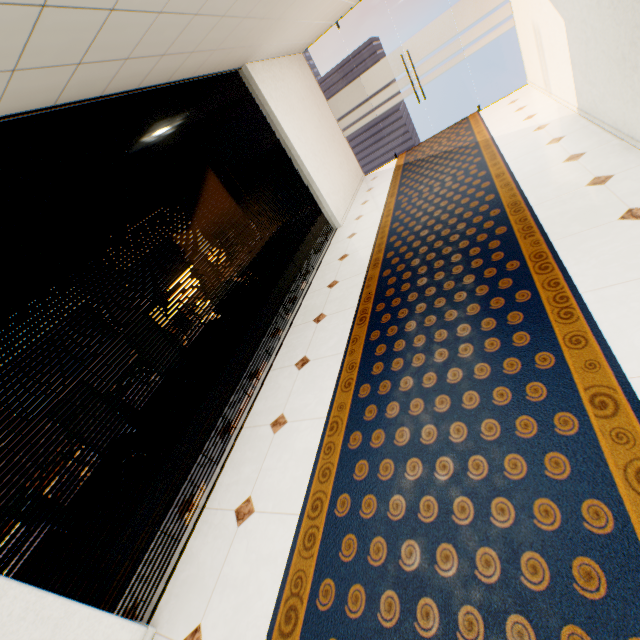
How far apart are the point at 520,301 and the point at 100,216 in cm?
347
